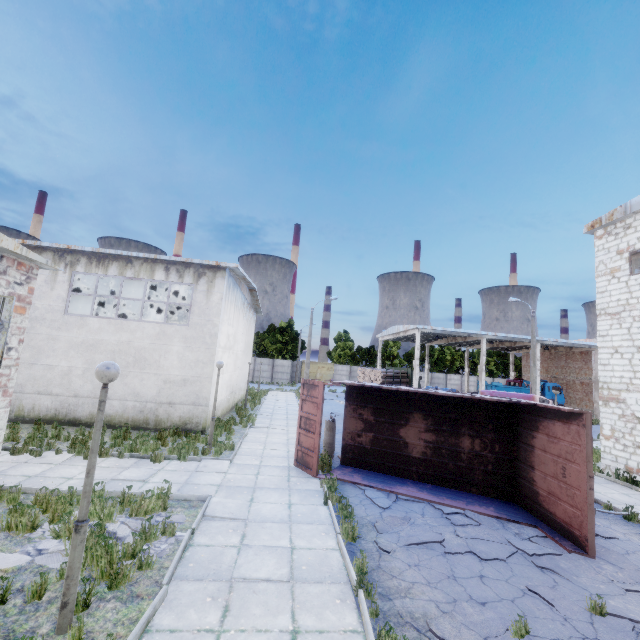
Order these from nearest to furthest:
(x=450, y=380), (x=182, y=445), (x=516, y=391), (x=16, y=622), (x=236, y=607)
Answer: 1. (x=16, y=622)
2. (x=236, y=607)
3. (x=182, y=445)
4. (x=516, y=391)
5. (x=450, y=380)

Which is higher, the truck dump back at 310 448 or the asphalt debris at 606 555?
the truck dump back at 310 448

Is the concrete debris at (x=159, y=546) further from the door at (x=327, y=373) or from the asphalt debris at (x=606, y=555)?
the door at (x=327, y=373)

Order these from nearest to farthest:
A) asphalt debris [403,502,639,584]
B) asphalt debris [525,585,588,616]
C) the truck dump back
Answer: asphalt debris [525,585,588,616]
asphalt debris [403,502,639,584]
the truck dump back

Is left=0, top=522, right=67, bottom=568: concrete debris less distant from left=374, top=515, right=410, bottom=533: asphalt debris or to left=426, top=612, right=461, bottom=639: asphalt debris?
left=374, top=515, right=410, bottom=533: asphalt debris

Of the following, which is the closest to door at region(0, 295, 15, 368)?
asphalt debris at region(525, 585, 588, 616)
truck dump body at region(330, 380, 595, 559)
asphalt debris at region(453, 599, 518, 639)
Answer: asphalt debris at region(453, 599, 518, 639)

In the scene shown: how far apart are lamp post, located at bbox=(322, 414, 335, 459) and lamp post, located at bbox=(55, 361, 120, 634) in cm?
929

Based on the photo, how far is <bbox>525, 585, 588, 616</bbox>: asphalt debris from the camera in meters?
5.3 m
